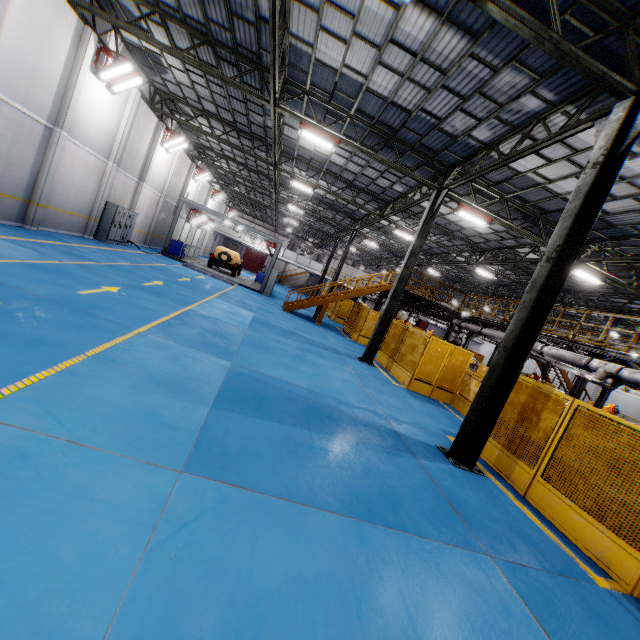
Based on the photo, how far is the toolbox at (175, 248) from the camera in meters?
23.9

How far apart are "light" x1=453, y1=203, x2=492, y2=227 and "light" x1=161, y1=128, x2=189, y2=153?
17.9m

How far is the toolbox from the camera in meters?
23.9

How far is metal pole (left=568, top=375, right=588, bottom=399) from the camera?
20.25m

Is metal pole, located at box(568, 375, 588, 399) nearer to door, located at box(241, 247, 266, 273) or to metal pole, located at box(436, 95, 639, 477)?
metal pole, located at box(436, 95, 639, 477)

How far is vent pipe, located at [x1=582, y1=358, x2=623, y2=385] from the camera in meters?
10.5

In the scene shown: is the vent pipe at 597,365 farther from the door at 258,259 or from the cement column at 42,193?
the door at 258,259

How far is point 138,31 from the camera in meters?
11.3
